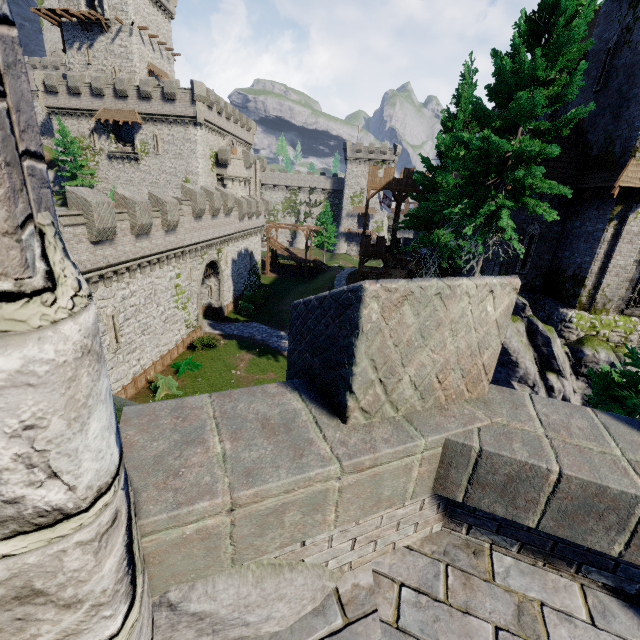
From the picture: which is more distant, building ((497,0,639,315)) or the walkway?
the walkway

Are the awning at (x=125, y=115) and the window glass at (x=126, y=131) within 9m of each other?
yes

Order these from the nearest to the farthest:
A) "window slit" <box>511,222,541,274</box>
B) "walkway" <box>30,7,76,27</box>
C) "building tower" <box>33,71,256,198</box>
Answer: "window slit" <box>511,222,541,274</box>
"building tower" <box>33,71,256,198</box>
"walkway" <box>30,7,76,27</box>

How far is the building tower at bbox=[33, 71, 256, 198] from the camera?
38.00m

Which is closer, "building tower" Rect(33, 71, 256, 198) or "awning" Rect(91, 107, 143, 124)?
"building tower" Rect(33, 71, 256, 198)

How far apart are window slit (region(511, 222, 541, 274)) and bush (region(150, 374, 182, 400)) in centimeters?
2068cm

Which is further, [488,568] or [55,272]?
[488,568]

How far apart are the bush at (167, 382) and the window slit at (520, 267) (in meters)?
20.68
